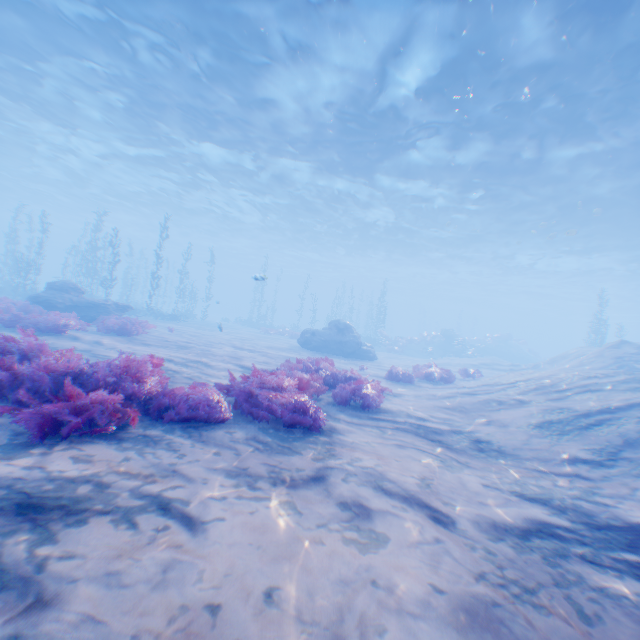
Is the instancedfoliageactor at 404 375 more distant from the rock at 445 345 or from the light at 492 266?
the rock at 445 345

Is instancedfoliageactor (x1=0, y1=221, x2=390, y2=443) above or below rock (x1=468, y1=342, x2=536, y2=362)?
below

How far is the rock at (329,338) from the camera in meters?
19.7

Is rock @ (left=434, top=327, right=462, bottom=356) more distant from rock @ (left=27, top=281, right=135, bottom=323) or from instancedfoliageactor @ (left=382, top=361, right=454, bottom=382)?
rock @ (left=27, top=281, right=135, bottom=323)

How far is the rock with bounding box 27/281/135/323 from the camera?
14.3m

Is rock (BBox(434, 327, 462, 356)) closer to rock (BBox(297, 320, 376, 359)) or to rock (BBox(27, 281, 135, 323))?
rock (BBox(297, 320, 376, 359))

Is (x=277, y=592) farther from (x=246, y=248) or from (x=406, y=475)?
(x=246, y=248)

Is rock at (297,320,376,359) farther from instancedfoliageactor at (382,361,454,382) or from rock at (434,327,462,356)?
rock at (434,327,462,356)
